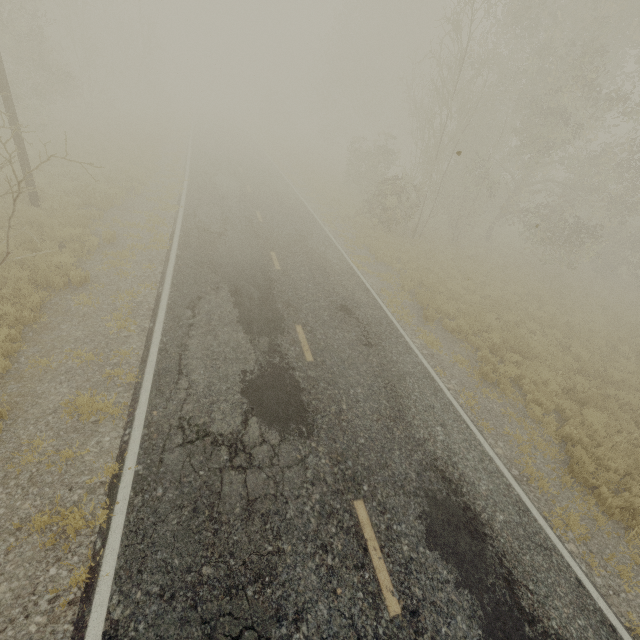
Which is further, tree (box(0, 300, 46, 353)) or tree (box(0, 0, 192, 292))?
tree (box(0, 0, 192, 292))

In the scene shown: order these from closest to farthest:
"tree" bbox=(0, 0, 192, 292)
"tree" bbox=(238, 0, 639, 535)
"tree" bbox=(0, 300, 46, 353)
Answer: "tree" bbox=(0, 300, 46, 353) < "tree" bbox=(0, 0, 192, 292) < "tree" bbox=(238, 0, 639, 535)

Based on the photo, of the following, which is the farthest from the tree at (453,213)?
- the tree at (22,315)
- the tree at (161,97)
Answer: the tree at (22,315)

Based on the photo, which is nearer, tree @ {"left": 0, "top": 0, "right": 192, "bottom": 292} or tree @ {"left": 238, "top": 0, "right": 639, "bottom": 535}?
tree @ {"left": 0, "top": 0, "right": 192, "bottom": 292}

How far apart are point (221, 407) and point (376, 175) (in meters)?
23.05

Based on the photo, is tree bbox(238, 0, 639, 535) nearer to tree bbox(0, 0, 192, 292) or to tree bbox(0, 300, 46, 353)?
tree bbox(0, 0, 192, 292)
